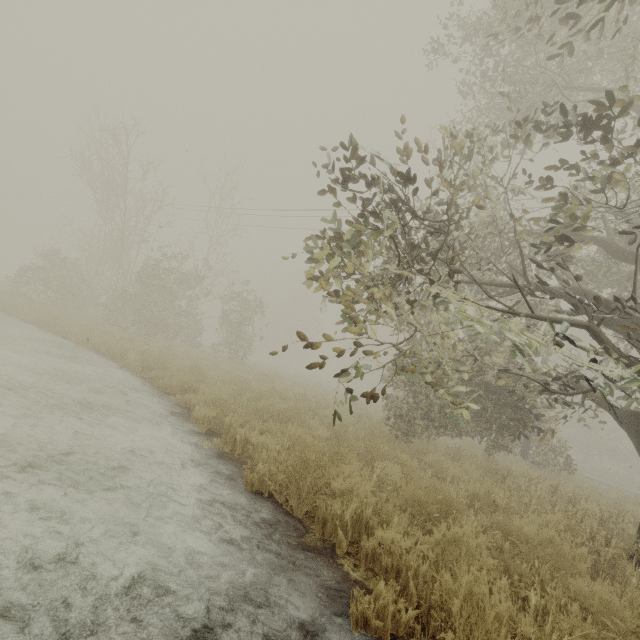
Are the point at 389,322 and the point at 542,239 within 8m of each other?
yes
